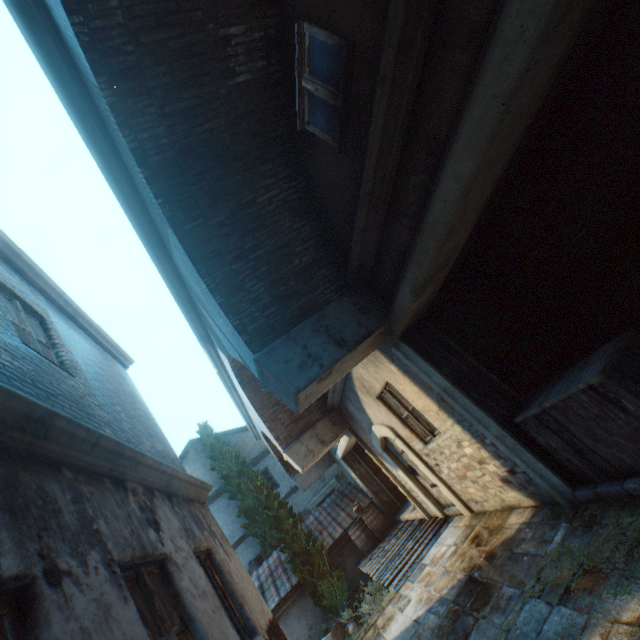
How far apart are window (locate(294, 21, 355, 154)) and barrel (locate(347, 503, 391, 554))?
12.3m

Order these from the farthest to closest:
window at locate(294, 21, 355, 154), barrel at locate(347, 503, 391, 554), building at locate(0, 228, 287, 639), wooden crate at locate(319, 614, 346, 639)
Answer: barrel at locate(347, 503, 391, 554), wooden crate at locate(319, 614, 346, 639), window at locate(294, 21, 355, 154), building at locate(0, 228, 287, 639)

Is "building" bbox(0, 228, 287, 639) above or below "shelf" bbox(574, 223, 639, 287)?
above

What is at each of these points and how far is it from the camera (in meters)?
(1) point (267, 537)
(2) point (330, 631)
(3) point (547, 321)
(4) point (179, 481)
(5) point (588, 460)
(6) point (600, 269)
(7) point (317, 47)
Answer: (1) tree, 14.96
(2) wooden crate, 9.57
(3) shelf, 5.48
(4) building, 5.31
(5) wooden crate, 3.58
(6) shelf, 4.55
(7) window, 3.23

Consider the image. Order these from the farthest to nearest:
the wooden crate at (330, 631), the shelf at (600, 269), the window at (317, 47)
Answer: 1. the wooden crate at (330, 631)
2. the shelf at (600, 269)
3. the window at (317, 47)

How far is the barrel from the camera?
Answer: 11.4 meters

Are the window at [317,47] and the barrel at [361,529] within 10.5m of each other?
no

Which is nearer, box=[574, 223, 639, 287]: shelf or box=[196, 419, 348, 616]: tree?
box=[574, 223, 639, 287]: shelf
